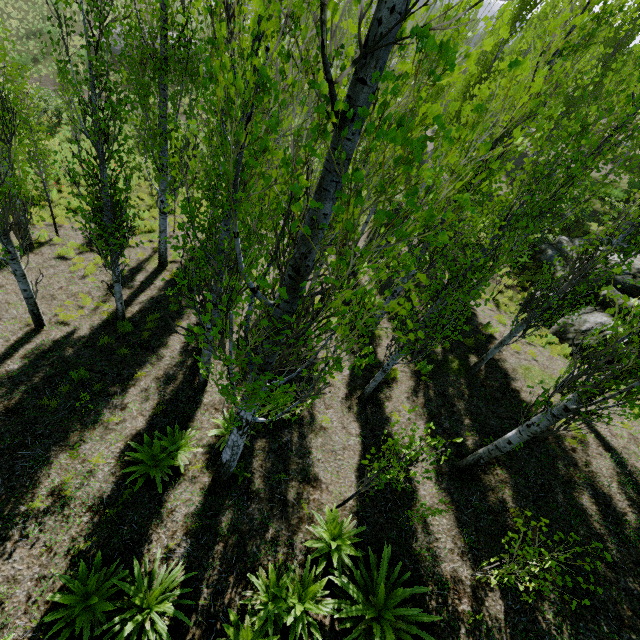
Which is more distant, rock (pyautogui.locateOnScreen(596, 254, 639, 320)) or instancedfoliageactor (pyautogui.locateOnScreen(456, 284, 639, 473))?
rock (pyautogui.locateOnScreen(596, 254, 639, 320))

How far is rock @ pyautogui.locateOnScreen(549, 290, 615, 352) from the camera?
12.11m

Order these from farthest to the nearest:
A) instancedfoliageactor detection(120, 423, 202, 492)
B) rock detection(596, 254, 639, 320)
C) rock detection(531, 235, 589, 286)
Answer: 1. rock detection(531, 235, 589, 286)
2. rock detection(596, 254, 639, 320)
3. instancedfoliageactor detection(120, 423, 202, 492)

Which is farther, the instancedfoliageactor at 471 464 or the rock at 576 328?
the rock at 576 328

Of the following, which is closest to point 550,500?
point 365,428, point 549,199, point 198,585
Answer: point 365,428
